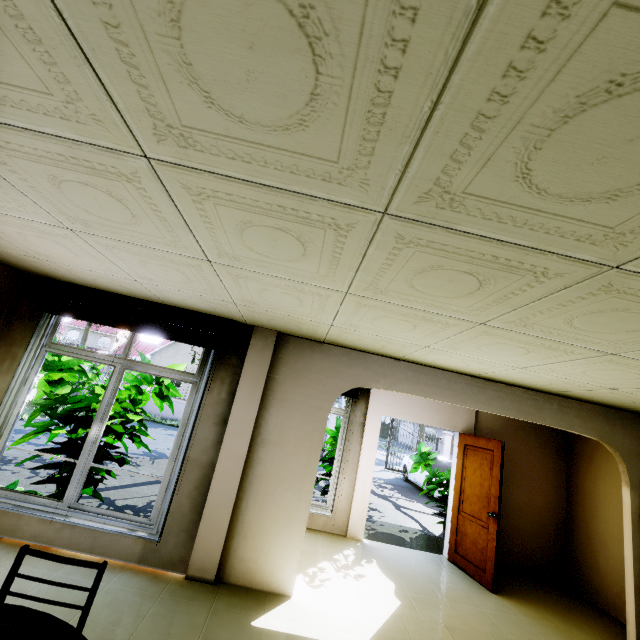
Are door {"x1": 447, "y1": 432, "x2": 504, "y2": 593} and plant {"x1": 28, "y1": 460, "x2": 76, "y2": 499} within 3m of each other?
no

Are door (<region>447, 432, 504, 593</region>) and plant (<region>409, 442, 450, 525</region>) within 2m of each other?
yes

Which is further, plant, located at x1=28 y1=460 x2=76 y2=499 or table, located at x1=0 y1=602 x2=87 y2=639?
plant, located at x1=28 y1=460 x2=76 y2=499

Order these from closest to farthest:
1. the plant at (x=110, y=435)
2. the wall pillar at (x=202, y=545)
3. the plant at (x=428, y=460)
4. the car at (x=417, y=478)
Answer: the wall pillar at (x=202, y=545), the plant at (x=110, y=435), the plant at (x=428, y=460), the car at (x=417, y=478)

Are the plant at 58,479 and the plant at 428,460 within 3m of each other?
no

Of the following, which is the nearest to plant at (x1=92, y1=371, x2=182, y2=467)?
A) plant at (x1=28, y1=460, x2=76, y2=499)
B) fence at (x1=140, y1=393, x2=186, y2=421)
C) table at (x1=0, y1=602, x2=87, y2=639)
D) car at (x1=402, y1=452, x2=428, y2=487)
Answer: plant at (x1=28, y1=460, x2=76, y2=499)

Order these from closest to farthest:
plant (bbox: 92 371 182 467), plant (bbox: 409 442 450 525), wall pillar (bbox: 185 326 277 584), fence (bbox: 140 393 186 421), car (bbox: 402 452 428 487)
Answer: wall pillar (bbox: 185 326 277 584) < plant (bbox: 92 371 182 467) < plant (bbox: 409 442 450 525) < car (bbox: 402 452 428 487) < fence (bbox: 140 393 186 421)

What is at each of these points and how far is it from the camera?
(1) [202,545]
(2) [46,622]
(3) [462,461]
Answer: (1) wall pillar, 3.44m
(2) table, 1.48m
(3) door, 5.74m
